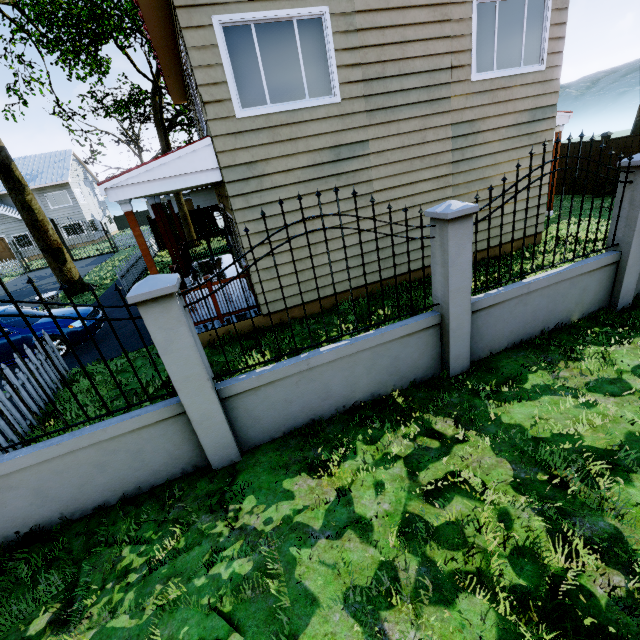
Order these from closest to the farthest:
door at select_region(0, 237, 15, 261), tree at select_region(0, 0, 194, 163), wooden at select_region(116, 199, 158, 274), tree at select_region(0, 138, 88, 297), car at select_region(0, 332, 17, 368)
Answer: wooden at select_region(116, 199, 158, 274) → car at select_region(0, 332, 17, 368) → tree at select_region(0, 0, 194, 163) → tree at select_region(0, 138, 88, 297) → door at select_region(0, 237, 15, 261)

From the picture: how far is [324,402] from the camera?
4.2 meters

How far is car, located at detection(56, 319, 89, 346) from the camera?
8.12m

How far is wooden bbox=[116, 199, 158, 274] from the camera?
5.7m

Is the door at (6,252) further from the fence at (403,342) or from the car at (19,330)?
the car at (19,330)

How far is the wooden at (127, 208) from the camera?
5.69m

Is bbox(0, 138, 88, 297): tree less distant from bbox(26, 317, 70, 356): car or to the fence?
the fence
